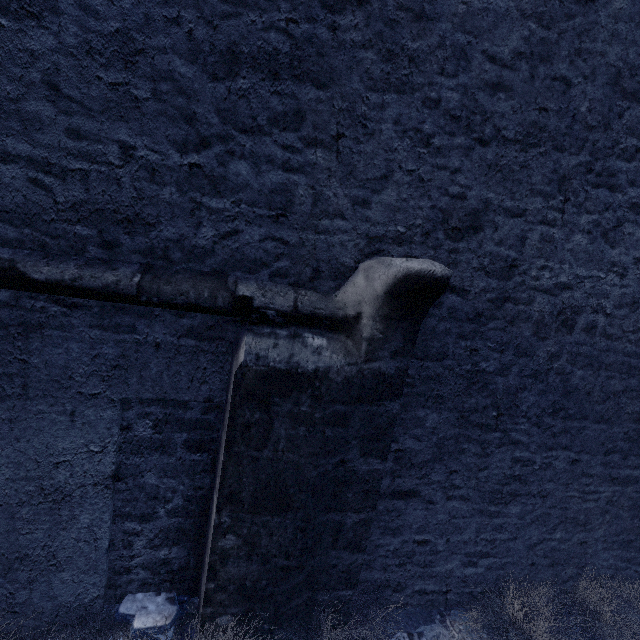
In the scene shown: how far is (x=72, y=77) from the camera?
1.7m

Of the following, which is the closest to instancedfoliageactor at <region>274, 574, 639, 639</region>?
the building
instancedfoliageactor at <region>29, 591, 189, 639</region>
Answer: the building

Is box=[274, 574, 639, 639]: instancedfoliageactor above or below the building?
below

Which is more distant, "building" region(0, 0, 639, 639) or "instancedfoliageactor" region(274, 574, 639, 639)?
"instancedfoliageactor" region(274, 574, 639, 639)

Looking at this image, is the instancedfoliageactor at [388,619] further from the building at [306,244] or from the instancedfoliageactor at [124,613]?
the instancedfoliageactor at [124,613]

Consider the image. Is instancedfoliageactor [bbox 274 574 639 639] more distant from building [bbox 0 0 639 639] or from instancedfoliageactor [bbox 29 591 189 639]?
instancedfoliageactor [bbox 29 591 189 639]

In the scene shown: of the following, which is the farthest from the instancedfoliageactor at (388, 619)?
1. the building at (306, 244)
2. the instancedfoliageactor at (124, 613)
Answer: the instancedfoliageactor at (124, 613)
